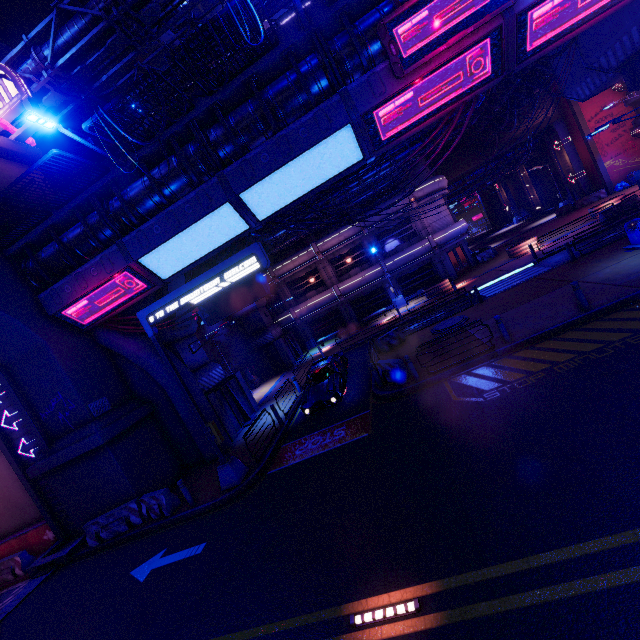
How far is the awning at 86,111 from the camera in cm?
2136

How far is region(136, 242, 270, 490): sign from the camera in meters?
10.6

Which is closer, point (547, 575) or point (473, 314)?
point (547, 575)

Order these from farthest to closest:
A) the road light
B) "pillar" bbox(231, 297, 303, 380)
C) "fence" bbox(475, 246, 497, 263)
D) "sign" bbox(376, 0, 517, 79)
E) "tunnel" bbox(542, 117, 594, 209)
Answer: "tunnel" bbox(542, 117, 594, 209), "fence" bbox(475, 246, 497, 263), "pillar" bbox(231, 297, 303, 380), "sign" bbox(376, 0, 517, 79), the road light

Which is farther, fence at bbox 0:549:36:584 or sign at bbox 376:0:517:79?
fence at bbox 0:549:36:584

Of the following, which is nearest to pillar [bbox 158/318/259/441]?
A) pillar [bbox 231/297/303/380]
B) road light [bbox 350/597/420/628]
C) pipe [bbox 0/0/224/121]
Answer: pillar [bbox 231/297/303/380]

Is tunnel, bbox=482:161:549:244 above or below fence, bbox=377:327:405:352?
above

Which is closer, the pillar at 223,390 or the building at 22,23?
the pillar at 223,390
